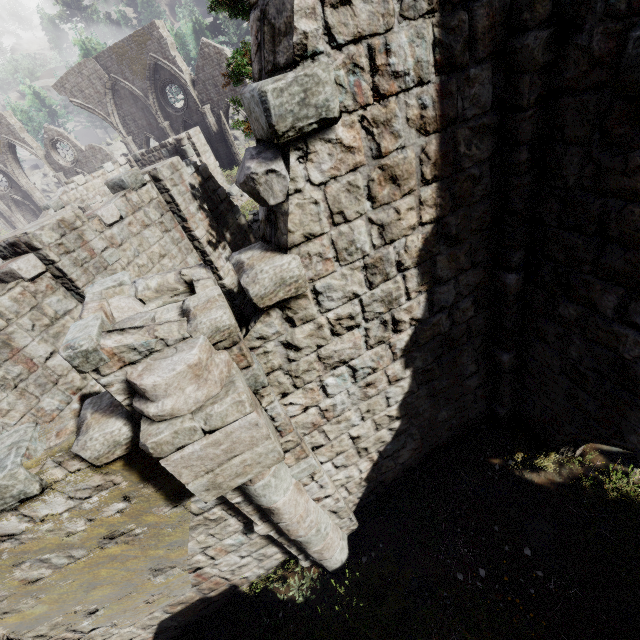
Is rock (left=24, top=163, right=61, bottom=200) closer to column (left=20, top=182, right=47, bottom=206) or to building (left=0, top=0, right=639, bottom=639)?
building (left=0, top=0, right=639, bottom=639)

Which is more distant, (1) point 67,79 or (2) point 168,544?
(1) point 67,79

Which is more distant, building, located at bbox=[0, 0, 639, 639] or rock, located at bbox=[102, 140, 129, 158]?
rock, located at bbox=[102, 140, 129, 158]

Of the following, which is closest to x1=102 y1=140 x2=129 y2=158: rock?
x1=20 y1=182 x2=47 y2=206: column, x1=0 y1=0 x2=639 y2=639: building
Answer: x1=0 y1=0 x2=639 y2=639: building

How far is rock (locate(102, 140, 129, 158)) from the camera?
41.31m

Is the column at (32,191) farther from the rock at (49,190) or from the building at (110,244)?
the building at (110,244)

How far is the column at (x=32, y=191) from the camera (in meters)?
29.25

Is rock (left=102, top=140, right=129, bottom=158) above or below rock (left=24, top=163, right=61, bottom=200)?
above
